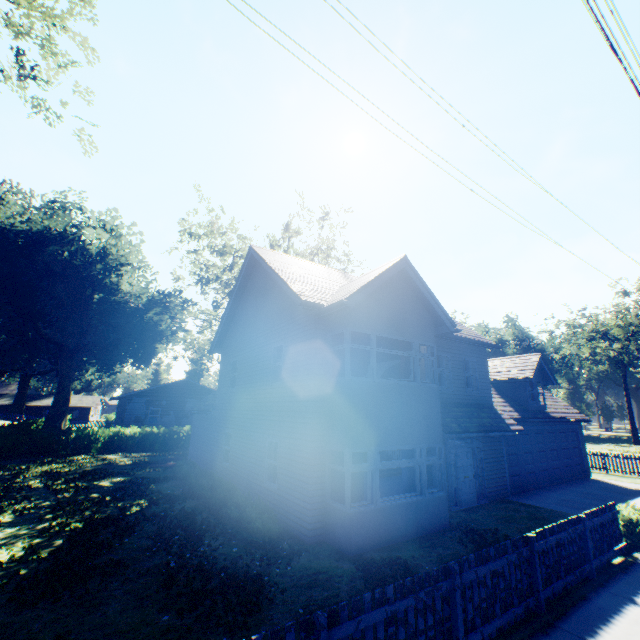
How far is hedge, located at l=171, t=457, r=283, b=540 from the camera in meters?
9.1 m

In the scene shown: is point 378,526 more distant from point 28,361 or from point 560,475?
point 28,361

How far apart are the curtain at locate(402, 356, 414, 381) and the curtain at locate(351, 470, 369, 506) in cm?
298

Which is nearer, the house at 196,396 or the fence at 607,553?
the fence at 607,553

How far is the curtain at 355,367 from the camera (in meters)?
10.10

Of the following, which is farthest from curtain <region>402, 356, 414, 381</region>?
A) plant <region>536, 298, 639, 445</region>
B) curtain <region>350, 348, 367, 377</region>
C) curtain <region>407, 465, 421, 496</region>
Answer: plant <region>536, 298, 639, 445</region>

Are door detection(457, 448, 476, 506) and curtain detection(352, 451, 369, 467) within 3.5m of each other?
no
